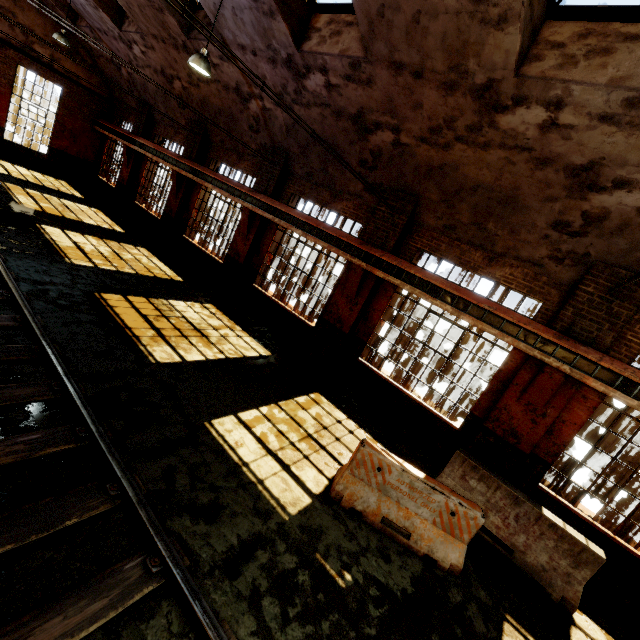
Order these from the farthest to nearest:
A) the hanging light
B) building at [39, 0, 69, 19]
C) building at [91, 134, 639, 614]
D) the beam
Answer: building at [39, 0, 69, 19], the hanging light, building at [91, 134, 639, 614], the beam

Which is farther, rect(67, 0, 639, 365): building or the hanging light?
the hanging light

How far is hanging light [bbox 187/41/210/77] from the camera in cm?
739

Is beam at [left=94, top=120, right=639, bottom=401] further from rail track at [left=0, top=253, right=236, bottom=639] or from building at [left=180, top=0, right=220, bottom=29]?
rail track at [left=0, top=253, right=236, bottom=639]

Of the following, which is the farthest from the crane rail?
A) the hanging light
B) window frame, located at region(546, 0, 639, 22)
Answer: window frame, located at region(546, 0, 639, 22)

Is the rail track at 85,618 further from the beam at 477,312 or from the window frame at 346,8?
the window frame at 346,8

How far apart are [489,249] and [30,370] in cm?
919

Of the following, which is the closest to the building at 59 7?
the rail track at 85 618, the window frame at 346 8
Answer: the window frame at 346 8
